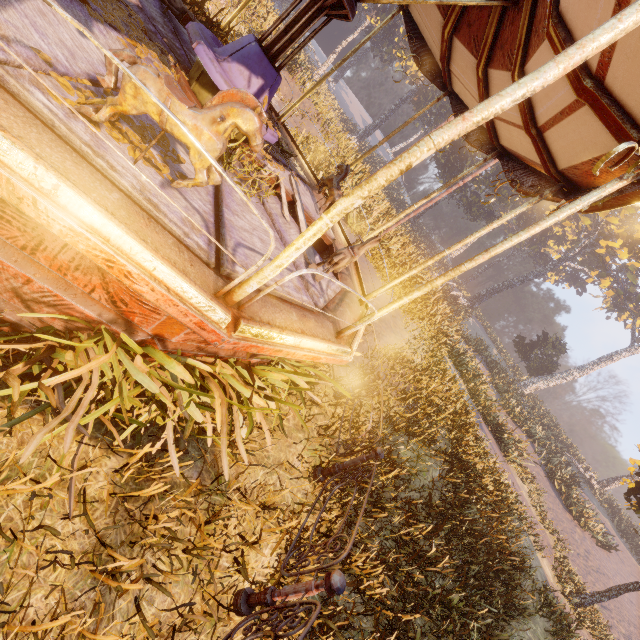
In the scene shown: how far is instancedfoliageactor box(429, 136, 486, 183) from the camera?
36.1 meters

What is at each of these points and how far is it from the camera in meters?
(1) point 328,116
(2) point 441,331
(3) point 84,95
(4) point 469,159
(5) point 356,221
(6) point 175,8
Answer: (1) instancedfoliageactor, 34.4
(2) instancedfoliageactor, 14.7
(3) instancedfoliageactor, 2.3
(4) instancedfoliageactor, 36.5
(5) instancedfoliageactor, 12.8
(6) horse, 4.6

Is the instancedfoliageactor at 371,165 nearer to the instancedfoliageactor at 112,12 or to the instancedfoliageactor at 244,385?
the instancedfoliageactor at 112,12

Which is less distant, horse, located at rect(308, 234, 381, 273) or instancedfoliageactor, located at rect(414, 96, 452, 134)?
horse, located at rect(308, 234, 381, 273)

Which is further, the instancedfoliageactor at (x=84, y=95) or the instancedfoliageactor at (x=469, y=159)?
the instancedfoliageactor at (x=469, y=159)

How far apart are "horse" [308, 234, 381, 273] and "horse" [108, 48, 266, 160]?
2.08m

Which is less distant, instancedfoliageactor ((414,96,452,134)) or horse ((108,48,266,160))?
horse ((108,48,266,160))

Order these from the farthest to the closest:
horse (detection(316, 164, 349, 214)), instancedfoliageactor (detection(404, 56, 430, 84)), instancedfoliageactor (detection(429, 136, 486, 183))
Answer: instancedfoliageactor (detection(404, 56, 430, 84)) < instancedfoliageactor (detection(429, 136, 486, 183)) < horse (detection(316, 164, 349, 214))
